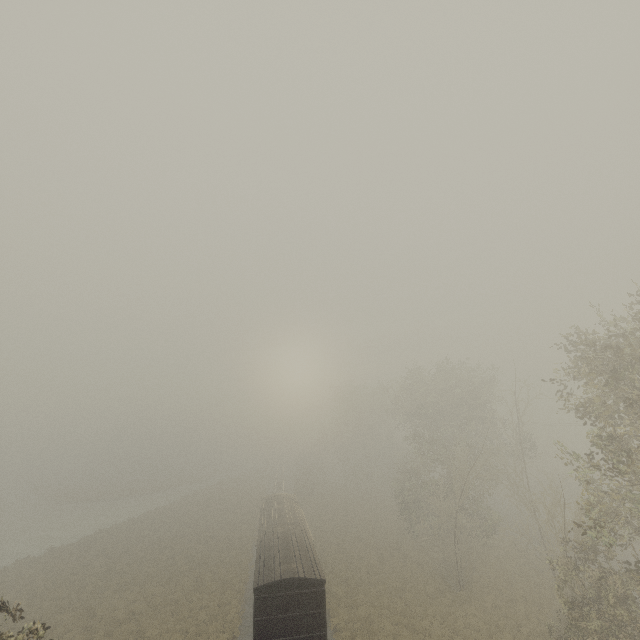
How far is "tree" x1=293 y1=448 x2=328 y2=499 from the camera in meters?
53.0 m

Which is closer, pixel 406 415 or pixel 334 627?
pixel 334 627

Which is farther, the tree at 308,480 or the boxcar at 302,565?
the tree at 308,480

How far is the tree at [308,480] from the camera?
53.00m

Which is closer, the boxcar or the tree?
the boxcar
